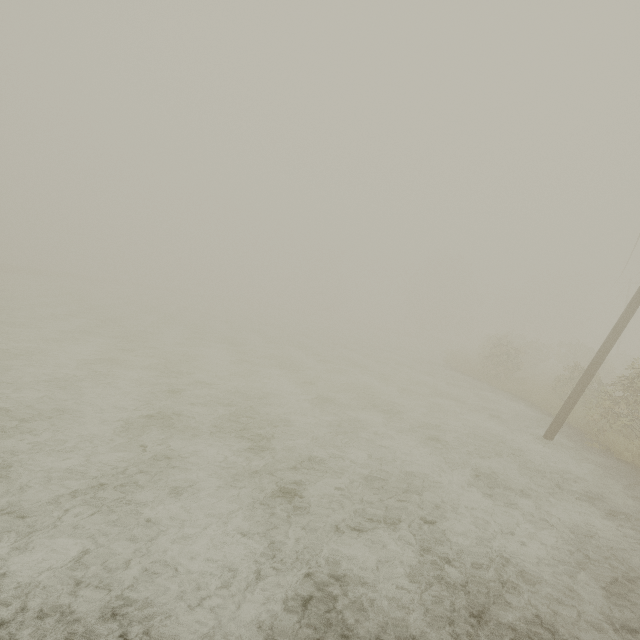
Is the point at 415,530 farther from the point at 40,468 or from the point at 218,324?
the point at 218,324

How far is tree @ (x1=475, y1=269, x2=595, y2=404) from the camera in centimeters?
2005cm

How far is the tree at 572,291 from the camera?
20.05m
